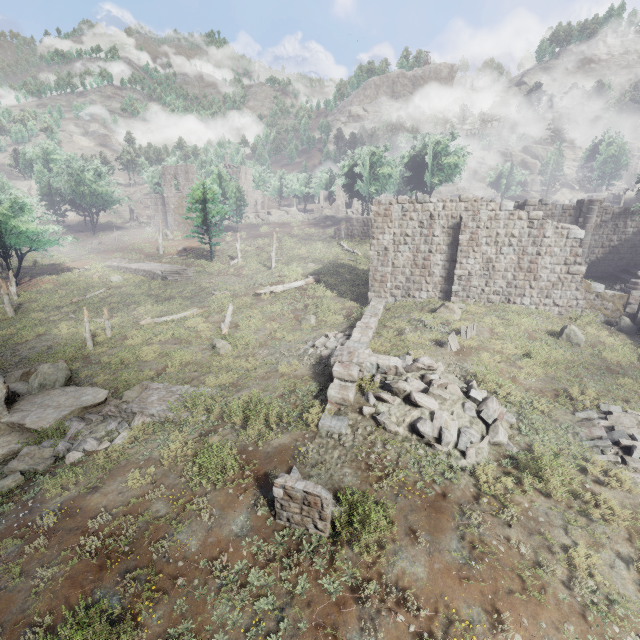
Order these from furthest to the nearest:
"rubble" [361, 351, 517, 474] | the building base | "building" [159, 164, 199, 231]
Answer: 1. "building" [159, 164, 199, 231]
2. the building base
3. "rubble" [361, 351, 517, 474]

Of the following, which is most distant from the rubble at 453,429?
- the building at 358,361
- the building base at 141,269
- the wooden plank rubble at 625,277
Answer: the building base at 141,269

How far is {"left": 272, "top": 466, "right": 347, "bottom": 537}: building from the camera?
7.1m

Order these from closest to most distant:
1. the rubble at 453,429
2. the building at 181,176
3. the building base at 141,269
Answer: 1. the rubble at 453,429
2. the building base at 141,269
3. the building at 181,176

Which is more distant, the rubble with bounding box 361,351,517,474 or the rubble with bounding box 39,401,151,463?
the rubble with bounding box 39,401,151,463

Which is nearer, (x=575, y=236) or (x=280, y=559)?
(x=280, y=559)

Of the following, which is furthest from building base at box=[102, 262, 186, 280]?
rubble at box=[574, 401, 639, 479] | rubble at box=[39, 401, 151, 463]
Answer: rubble at box=[574, 401, 639, 479]

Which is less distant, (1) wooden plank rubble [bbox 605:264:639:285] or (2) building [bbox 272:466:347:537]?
(2) building [bbox 272:466:347:537]
